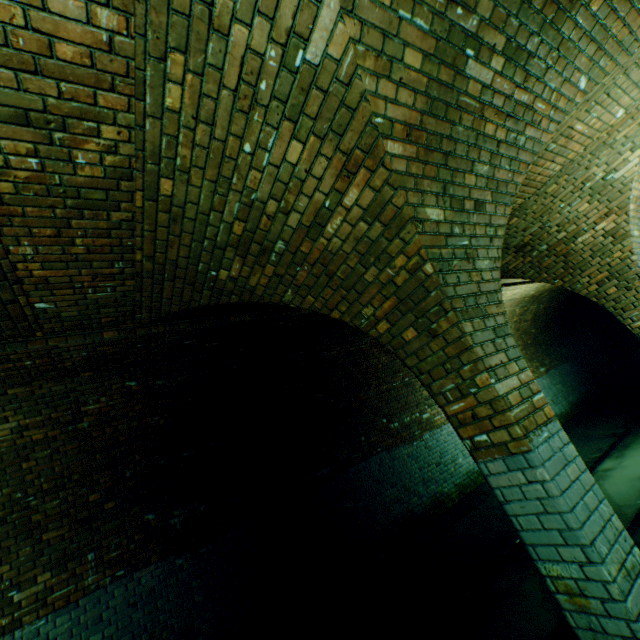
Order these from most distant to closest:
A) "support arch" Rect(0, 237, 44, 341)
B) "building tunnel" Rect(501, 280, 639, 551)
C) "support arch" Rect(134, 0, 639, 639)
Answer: "building tunnel" Rect(501, 280, 639, 551) < "support arch" Rect(0, 237, 44, 341) < "support arch" Rect(134, 0, 639, 639)

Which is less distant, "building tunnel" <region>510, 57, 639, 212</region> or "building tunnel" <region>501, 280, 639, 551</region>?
"building tunnel" <region>510, 57, 639, 212</region>

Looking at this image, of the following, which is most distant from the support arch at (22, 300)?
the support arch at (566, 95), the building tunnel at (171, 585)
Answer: the support arch at (566, 95)

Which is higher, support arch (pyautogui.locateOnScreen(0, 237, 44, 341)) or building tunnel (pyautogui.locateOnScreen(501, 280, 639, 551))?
support arch (pyautogui.locateOnScreen(0, 237, 44, 341))

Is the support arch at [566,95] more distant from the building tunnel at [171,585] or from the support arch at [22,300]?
the support arch at [22,300]

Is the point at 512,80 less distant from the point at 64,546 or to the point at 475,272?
the point at 475,272

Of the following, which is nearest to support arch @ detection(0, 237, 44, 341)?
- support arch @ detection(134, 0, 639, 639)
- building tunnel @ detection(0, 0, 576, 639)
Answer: building tunnel @ detection(0, 0, 576, 639)

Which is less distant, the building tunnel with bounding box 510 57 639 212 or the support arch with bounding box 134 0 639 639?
the support arch with bounding box 134 0 639 639
